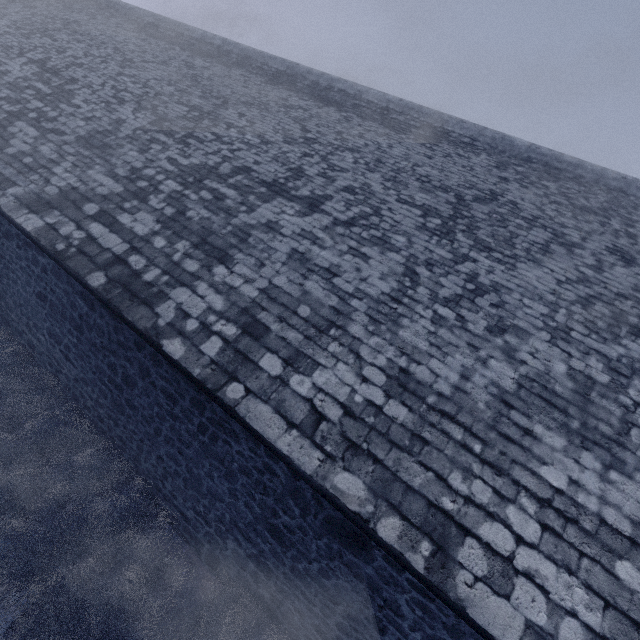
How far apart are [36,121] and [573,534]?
13.2 meters
